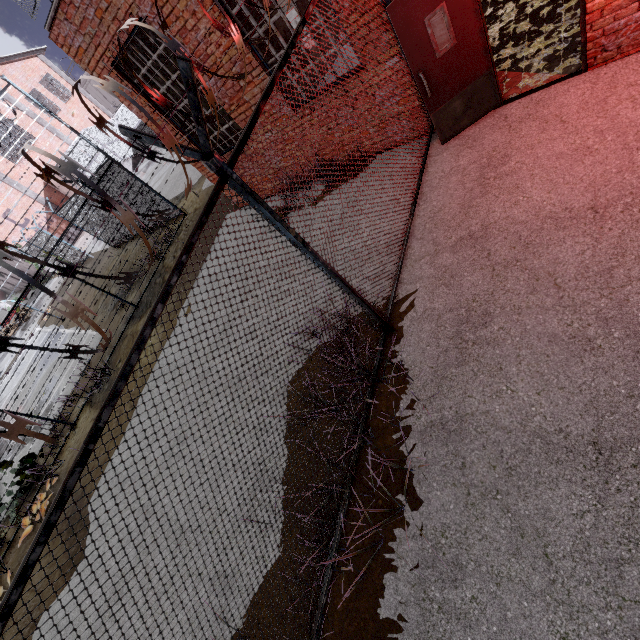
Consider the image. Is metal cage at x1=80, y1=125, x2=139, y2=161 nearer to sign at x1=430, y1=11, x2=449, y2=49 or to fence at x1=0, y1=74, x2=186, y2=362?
fence at x1=0, y1=74, x2=186, y2=362

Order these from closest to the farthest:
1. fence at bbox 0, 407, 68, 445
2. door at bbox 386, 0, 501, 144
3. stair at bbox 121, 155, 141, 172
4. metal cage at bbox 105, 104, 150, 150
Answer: fence at bbox 0, 407, 68, 445, door at bbox 386, 0, 501, 144, metal cage at bbox 105, 104, 150, 150, stair at bbox 121, 155, 141, 172

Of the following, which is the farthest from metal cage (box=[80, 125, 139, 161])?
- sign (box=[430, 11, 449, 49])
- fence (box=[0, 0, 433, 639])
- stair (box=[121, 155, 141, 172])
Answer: sign (box=[430, 11, 449, 49])

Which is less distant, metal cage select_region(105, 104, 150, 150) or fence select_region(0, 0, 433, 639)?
fence select_region(0, 0, 433, 639)

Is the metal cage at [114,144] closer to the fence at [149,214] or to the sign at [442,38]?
the fence at [149,214]

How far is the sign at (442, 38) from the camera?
4.35m

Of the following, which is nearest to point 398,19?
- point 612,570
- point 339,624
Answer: point 612,570

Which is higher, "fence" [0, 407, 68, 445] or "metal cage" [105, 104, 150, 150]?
"fence" [0, 407, 68, 445]
